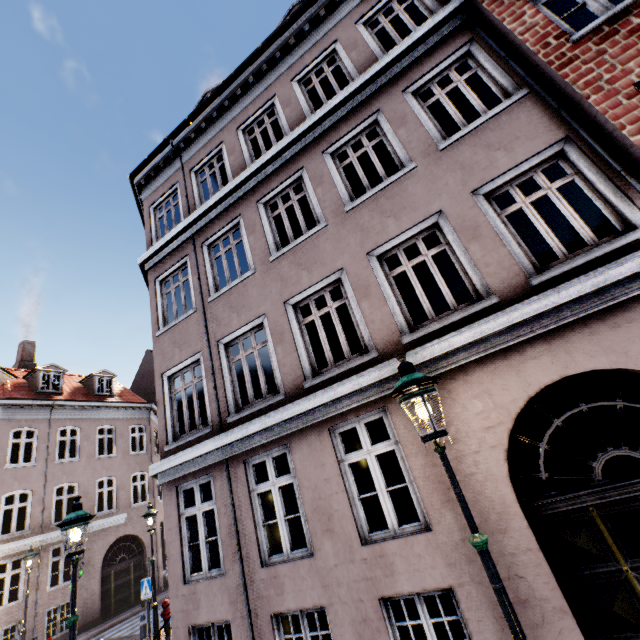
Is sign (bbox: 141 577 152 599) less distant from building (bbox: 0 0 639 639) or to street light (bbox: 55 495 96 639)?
street light (bbox: 55 495 96 639)

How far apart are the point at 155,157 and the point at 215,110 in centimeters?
269cm

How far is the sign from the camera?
9.6m

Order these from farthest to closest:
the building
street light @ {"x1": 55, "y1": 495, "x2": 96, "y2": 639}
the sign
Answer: the sign
street light @ {"x1": 55, "y1": 495, "x2": 96, "y2": 639}
the building

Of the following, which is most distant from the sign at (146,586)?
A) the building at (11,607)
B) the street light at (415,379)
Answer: the building at (11,607)

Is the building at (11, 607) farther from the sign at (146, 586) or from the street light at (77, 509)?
the sign at (146, 586)

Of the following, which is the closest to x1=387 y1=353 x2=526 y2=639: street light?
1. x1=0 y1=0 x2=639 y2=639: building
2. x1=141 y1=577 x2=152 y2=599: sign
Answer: x1=141 y1=577 x2=152 y2=599: sign

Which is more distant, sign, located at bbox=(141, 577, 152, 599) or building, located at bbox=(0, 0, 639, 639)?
sign, located at bbox=(141, 577, 152, 599)
